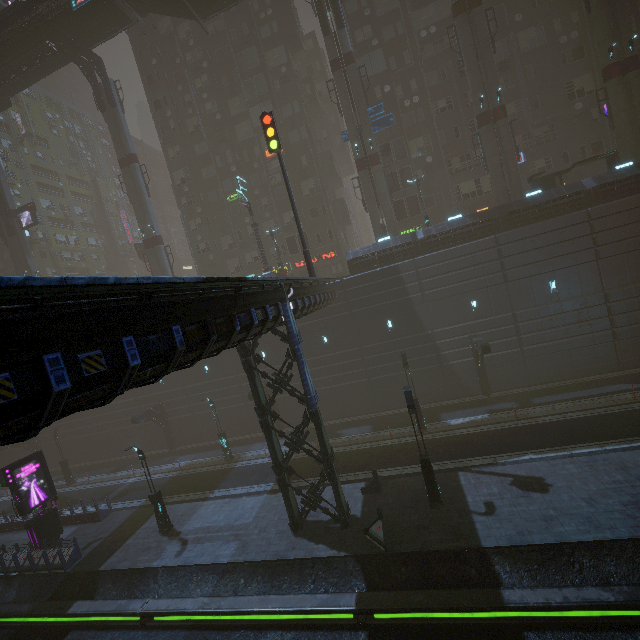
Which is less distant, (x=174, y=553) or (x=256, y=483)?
(x=174, y=553)

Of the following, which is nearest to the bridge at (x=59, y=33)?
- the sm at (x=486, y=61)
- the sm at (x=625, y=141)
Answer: the sm at (x=486, y=61)

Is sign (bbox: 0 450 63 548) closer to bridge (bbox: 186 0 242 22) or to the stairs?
the stairs

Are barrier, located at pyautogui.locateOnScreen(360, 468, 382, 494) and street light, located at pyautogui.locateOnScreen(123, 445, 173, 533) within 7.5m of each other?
no

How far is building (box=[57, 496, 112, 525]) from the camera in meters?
22.2

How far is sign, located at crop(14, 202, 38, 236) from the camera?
38.50m

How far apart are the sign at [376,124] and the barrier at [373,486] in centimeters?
2820cm

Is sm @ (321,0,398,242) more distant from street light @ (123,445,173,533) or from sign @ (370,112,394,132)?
street light @ (123,445,173,533)
